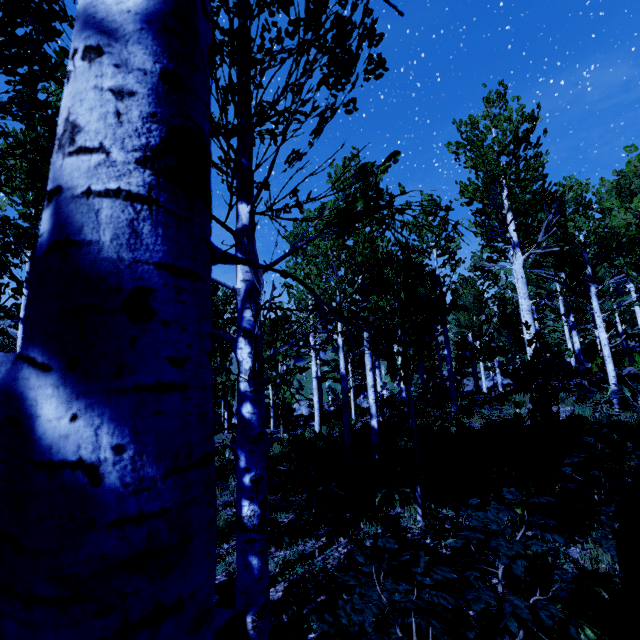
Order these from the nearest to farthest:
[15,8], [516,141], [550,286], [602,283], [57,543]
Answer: [57,543], [15,8], [516,141], [550,286], [602,283]
